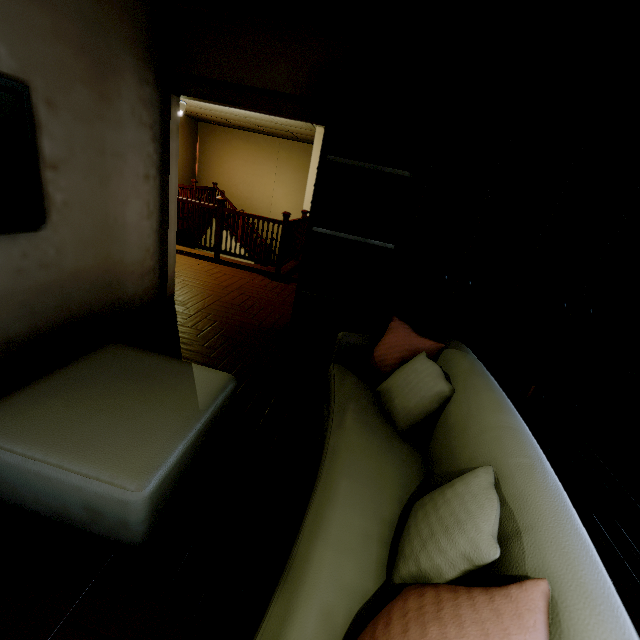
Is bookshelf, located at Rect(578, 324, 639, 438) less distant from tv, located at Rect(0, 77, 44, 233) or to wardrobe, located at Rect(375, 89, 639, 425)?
wardrobe, located at Rect(375, 89, 639, 425)

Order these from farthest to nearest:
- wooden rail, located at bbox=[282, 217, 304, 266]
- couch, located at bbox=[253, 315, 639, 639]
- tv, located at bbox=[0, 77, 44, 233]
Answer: wooden rail, located at bbox=[282, 217, 304, 266]
tv, located at bbox=[0, 77, 44, 233]
couch, located at bbox=[253, 315, 639, 639]

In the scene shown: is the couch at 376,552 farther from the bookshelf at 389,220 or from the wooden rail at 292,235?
the wooden rail at 292,235

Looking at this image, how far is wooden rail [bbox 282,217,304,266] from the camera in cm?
589

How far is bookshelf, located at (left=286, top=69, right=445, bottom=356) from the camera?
2.6m

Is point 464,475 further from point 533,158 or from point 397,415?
point 533,158

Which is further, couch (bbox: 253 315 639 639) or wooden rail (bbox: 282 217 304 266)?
wooden rail (bbox: 282 217 304 266)

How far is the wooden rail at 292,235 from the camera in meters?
5.9
